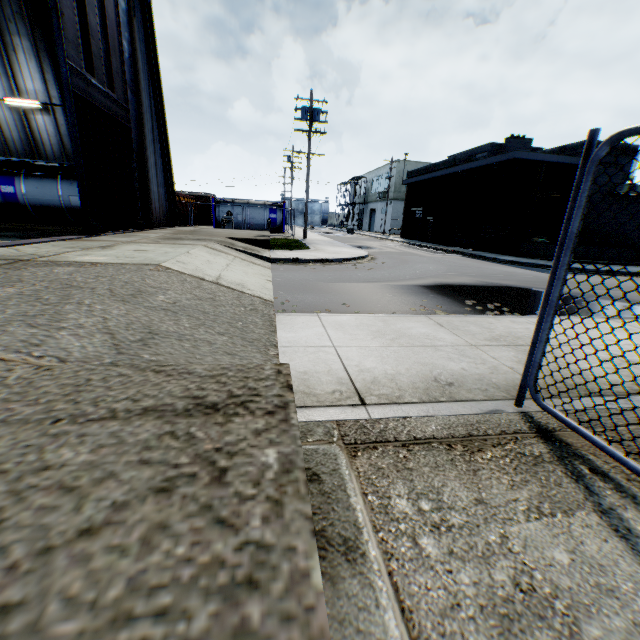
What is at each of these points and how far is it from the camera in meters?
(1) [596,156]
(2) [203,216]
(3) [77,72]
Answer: (1) metal fence, 2.2
(2) train, 39.4
(3) hanging door, 10.1

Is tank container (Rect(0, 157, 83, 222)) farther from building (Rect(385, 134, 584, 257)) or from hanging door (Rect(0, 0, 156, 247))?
building (Rect(385, 134, 584, 257))

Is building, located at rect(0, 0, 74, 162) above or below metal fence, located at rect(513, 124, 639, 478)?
above

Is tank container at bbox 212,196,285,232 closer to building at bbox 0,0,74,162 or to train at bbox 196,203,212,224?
train at bbox 196,203,212,224

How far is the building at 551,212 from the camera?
20.0 meters

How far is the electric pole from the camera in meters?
21.9

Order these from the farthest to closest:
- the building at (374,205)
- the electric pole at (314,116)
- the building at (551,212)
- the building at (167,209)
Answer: the building at (374,205)
the electric pole at (314,116)
the building at (551,212)
the building at (167,209)

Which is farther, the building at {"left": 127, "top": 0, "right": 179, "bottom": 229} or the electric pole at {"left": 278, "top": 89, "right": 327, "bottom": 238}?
the electric pole at {"left": 278, "top": 89, "right": 327, "bottom": 238}
